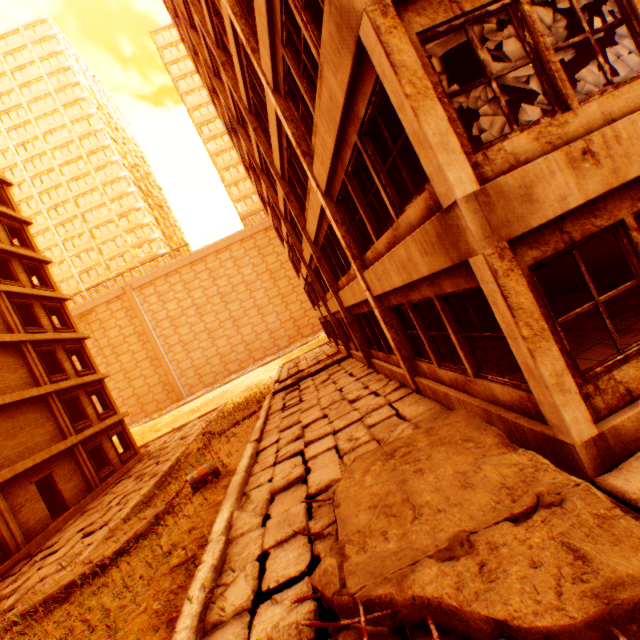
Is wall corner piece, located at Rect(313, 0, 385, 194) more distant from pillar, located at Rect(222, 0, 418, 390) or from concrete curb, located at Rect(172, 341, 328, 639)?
concrete curb, located at Rect(172, 341, 328, 639)

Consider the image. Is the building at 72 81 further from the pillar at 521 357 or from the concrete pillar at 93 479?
the pillar at 521 357

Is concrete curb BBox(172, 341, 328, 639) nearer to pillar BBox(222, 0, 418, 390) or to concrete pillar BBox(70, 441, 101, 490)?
pillar BBox(222, 0, 418, 390)

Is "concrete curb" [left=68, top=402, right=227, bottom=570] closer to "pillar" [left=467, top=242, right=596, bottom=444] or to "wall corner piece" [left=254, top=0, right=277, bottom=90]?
"pillar" [left=467, top=242, right=596, bottom=444]

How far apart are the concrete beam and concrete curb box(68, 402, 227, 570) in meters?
10.2 m

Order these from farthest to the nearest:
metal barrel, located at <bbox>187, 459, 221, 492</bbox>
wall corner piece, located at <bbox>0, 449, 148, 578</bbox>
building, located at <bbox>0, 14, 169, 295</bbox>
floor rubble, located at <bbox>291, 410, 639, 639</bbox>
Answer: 1. building, located at <bbox>0, 14, 169, 295</bbox>
2. wall corner piece, located at <bbox>0, 449, 148, 578</bbox>
3. metal barrel, located at <bbox>187, 459, 221, 492</bbox>
4. floor rubble, located at <bbox>291, 410, 639, 639</bbox>

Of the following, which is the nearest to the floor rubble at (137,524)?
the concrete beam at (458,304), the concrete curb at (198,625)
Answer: the concrete curb at (198,625)

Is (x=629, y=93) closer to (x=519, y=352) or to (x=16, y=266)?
(x=519, y=352)
